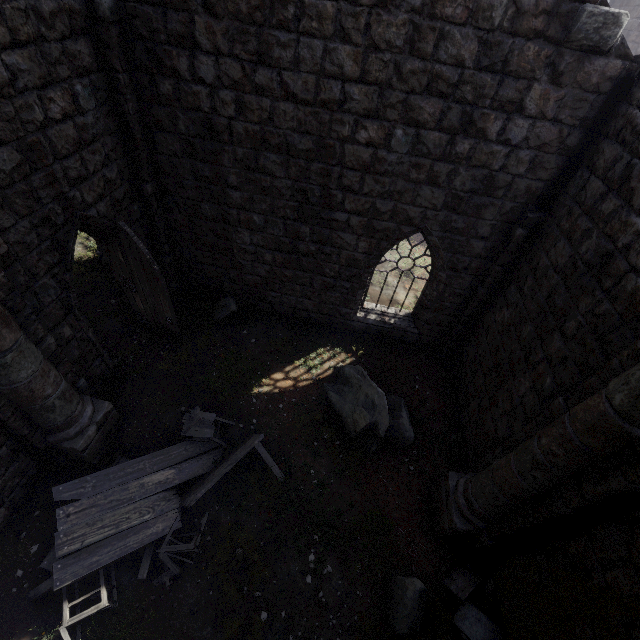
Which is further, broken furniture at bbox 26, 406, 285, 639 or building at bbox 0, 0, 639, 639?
broken furniture at bbox 26, 406, 285, 639

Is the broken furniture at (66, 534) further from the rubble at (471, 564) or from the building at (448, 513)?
the rubble at (471, 564)

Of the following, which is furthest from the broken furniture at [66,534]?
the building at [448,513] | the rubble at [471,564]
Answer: the rubble at [471,564]

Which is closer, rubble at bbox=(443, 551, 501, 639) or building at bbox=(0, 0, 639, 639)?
building at bbox=(0, 0, 639, 639)

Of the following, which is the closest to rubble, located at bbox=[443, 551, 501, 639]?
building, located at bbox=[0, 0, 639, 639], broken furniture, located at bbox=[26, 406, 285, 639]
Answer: building, located at bbox=[0, 0, 639, 639]

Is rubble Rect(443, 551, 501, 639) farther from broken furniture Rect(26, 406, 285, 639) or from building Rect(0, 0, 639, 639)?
broken furniture Rect(26, 406, 285, 639)

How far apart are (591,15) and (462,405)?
7.58m
